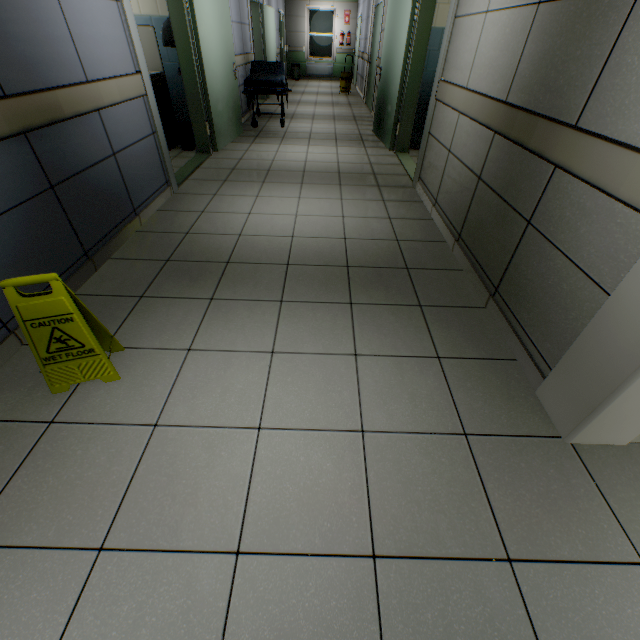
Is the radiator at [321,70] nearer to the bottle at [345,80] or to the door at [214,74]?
the bottle at [345,80]

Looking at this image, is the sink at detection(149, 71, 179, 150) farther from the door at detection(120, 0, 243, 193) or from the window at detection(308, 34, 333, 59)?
the window at detection(308, 34, 333, 59)

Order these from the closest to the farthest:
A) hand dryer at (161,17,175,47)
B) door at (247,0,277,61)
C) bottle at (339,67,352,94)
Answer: hand dryer at (161,17,175,47) < door at (247,0,277,61) < bottle at (339,67,352,94)

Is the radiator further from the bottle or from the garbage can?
the garbage can

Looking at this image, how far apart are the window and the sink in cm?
1246

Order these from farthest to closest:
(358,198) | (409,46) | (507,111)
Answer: (409,46)
(358,198)
(507,111)

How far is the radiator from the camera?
14.3 meters

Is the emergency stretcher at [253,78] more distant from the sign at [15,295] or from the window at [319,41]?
the window at [319,41]
